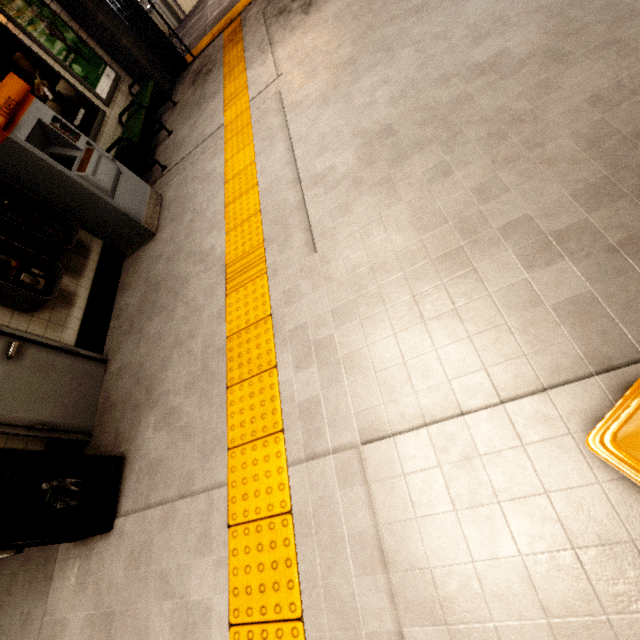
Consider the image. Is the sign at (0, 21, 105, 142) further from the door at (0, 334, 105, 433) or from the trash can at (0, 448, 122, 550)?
the trash can at (0, 448, 122, 550)

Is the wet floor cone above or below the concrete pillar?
below

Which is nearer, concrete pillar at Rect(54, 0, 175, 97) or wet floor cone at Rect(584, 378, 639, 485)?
wet floor cone at Rect(584, 378, 639, 485)

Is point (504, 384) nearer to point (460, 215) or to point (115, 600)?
point (460, 215)

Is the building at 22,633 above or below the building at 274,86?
below

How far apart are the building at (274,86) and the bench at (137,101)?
1.8 meters

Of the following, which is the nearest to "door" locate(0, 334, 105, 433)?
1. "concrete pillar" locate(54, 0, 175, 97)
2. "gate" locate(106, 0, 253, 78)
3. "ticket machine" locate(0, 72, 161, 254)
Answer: "ticket machine" locate(0, 72, 161, 254)

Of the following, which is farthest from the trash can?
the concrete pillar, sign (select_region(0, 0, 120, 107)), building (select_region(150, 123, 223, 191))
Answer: the concrete pillar
